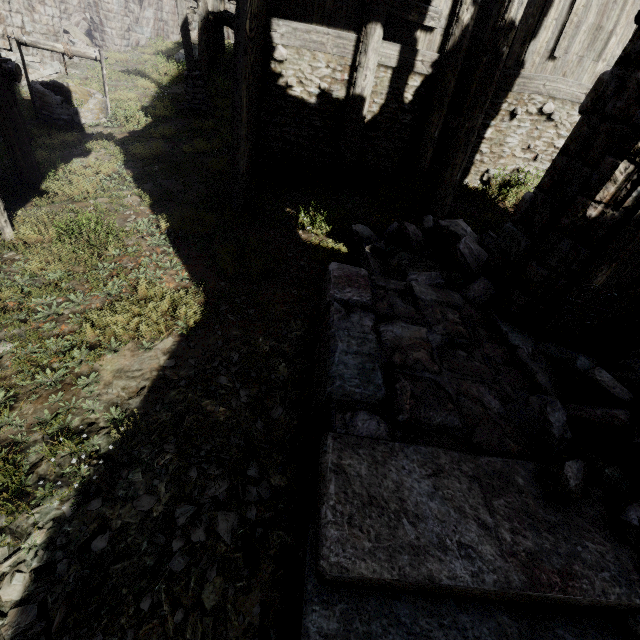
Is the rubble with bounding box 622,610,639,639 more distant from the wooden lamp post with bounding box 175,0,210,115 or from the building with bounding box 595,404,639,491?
the wooden lamp post with bounding box 175,0,210,115

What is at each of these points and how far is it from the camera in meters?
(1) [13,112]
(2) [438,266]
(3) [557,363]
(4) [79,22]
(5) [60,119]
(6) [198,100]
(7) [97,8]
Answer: (1) building, 6.2 m
(2) rubble, 5.7 m
(3) rubble, 3.5 m
(4) rubble, 20.0 m
(5) well, 10.1 m
(6) wooden lamp post, 11.8 m
(7) building, 16.7 m

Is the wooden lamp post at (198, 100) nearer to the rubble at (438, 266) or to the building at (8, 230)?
the building at (8, 230)

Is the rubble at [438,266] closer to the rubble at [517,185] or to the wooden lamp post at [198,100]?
the rubble at [517,185]

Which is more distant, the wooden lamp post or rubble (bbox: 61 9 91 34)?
rubble (bbox: 61 9 91 34)

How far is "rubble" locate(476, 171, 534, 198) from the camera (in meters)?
9.04

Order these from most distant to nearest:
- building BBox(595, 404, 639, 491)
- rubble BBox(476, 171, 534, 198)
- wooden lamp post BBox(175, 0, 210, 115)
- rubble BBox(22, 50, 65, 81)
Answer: rubble BBox(22, 50, 65, 81), wooden lamp post BBox(175, 0, 210, 115), rubble BBox(476, 171, 534, 198), building BBox(595, 404, 639, 491)

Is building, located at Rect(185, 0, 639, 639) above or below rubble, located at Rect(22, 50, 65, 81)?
above
